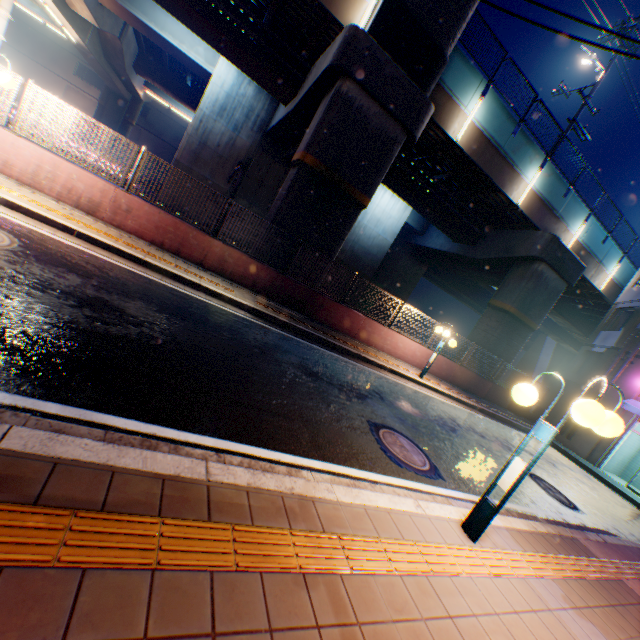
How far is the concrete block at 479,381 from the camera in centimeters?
1513cm

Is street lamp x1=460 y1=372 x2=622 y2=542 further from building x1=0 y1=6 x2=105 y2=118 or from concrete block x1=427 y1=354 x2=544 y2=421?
building x1=0 y1=6 x2=105 y2=118

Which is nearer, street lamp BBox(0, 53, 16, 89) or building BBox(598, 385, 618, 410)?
street lamp BBox(0, 53, 16, 89)

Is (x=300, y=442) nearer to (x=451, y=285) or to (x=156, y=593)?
(x=156, y=593)

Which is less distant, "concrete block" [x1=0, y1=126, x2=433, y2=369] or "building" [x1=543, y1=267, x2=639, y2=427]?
"concrete block" [x1=0, y1=126, x2=433, y2=369]

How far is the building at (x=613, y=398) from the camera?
16.02m

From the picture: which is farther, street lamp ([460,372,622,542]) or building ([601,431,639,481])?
building ([601,431,639,481])

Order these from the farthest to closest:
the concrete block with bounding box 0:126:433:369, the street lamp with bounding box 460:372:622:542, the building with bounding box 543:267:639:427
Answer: the building with bounding box 543:267:639:427
the concrete block with bounding box 0:126:433:369
the street lamp with bounding box 460:372:622:542
